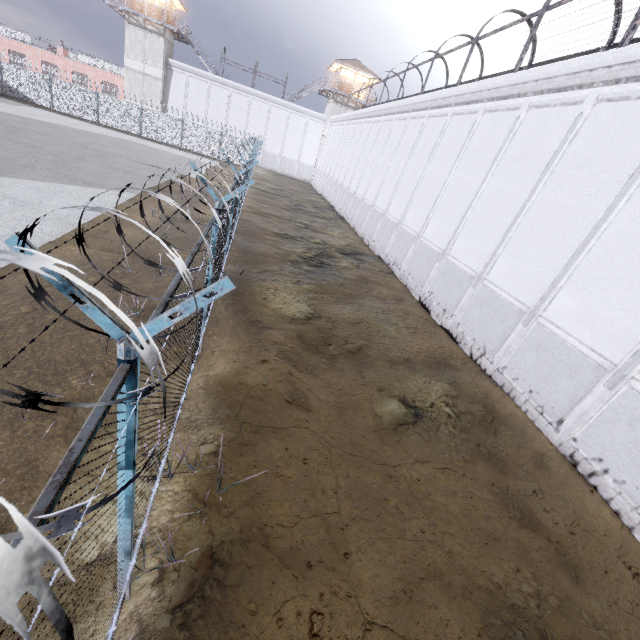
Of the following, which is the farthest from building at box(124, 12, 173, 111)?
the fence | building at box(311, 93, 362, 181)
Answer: building at box(311, 93, 362, 181)

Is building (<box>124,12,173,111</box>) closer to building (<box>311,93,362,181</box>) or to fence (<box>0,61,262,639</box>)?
fence (<box>0,61,262,639</box>)

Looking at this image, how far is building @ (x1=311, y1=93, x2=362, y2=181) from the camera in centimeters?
4122cm

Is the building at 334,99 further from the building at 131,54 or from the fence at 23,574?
the building at 131,54

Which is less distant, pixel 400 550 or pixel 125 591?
pixel 125 591

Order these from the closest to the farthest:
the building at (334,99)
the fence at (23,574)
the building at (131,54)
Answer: the fence at (23,574) < the building at (131,54) < the building at (334,99)

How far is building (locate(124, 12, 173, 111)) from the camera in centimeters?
3519cm

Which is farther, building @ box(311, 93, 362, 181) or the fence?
building @ box(311, 93, 362, 181)
